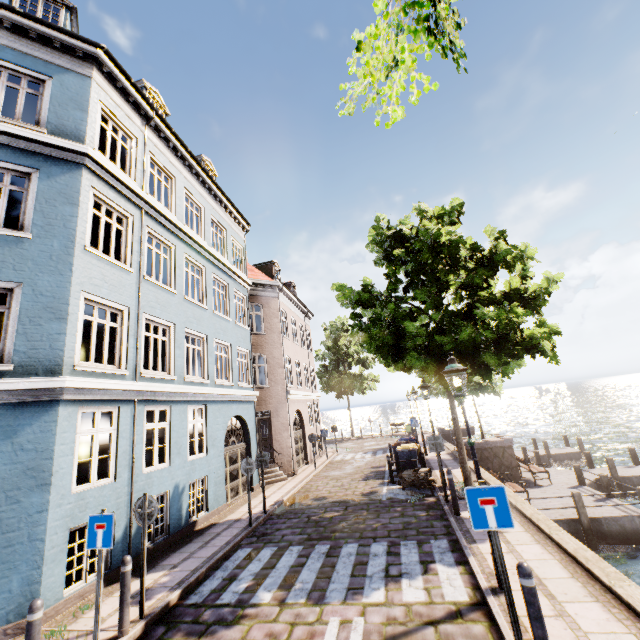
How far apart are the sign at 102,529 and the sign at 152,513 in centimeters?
95cm

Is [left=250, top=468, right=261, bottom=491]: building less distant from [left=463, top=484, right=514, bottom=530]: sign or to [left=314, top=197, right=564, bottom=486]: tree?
[left=314, top=197, right=564, bottom=486]: tree

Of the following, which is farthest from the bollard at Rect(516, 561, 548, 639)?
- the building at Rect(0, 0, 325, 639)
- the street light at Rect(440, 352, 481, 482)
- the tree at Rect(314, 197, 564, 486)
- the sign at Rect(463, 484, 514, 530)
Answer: the building at Rect(0, 0, 325, 639)

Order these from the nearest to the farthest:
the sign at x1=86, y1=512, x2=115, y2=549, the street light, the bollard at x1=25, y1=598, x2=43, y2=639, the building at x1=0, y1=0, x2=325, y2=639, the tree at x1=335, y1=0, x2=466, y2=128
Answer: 1. the tree at x1=335, y1=0, x2=466, y2=128
2. the bollard at x1=25, y1=598, x2=43, y2=639
3. the sign at x1=86, y1=512, x2=115, y2=549
4. the street light
5. the building at x1=0, y1=0, x2=325, y2=639

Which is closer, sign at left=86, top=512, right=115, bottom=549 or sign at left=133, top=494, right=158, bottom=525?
sign at left=86, top=512, right=115, bottom=549

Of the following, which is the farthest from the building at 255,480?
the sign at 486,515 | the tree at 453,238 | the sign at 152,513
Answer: the sign at 486,515

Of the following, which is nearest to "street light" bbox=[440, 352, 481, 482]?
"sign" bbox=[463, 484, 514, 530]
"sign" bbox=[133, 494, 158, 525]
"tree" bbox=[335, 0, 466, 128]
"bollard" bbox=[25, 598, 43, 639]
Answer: "sign" bbox=[463, 484, 514, 530]

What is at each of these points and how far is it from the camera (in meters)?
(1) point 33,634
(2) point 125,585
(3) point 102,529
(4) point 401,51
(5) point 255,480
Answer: (1) bollard, 4.18
(2) bollard, 5.34
(3) sign, 5.11
(4) tree, 1.70
(5) building, 14.77
